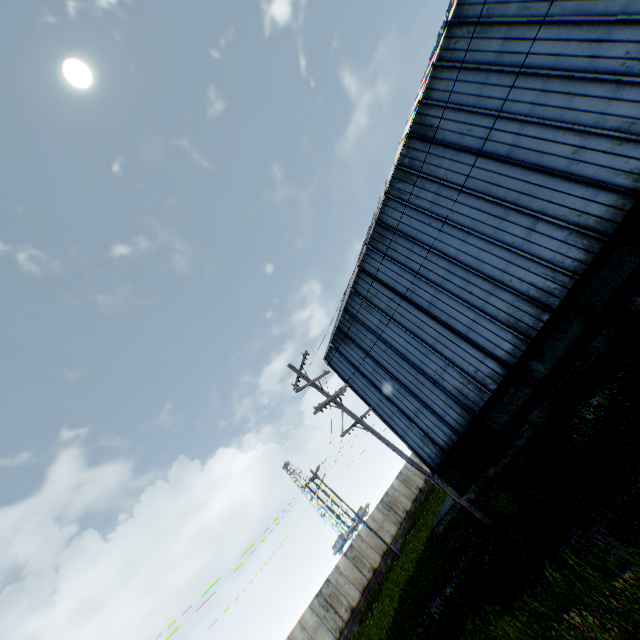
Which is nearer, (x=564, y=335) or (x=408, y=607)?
(x=564, y=335)
